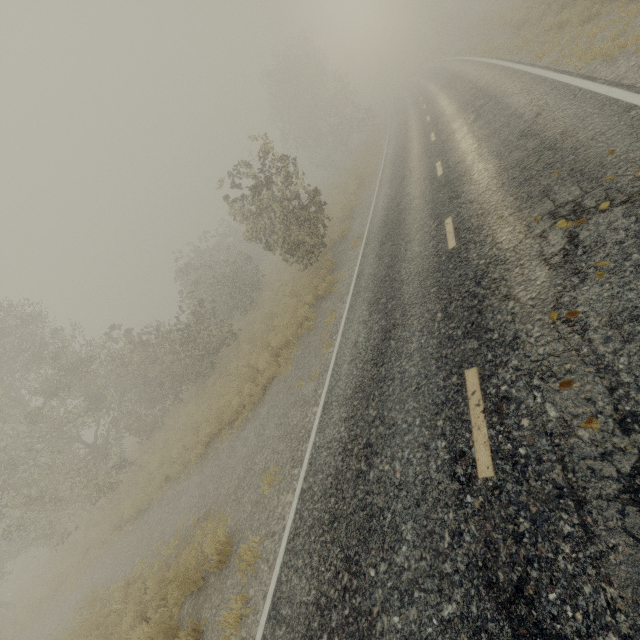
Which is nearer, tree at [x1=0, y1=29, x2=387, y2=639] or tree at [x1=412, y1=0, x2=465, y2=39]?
tree at [x1=0, y1=29, x2=387, y2=639]

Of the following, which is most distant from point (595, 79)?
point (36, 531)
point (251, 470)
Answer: point (36, 531)

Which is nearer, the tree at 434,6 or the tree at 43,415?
the tree at 43,415
